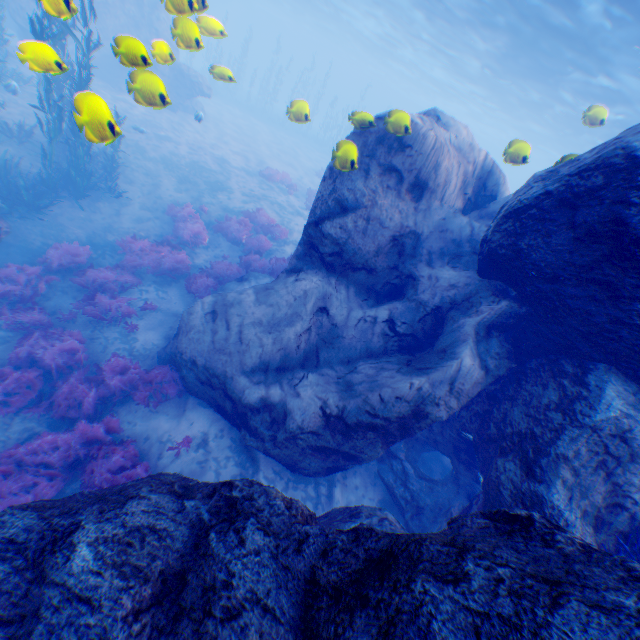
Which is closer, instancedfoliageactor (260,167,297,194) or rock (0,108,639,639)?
rock (0,108,639,639)

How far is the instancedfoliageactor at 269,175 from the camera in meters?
20.6

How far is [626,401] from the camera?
4.44m

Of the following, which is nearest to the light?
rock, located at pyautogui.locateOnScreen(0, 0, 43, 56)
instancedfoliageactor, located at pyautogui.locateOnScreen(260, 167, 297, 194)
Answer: rock, located at pyautogui.locateOnScreen(0, 0, 43, 56)

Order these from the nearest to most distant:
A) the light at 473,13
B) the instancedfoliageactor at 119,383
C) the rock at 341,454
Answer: the rock at 341,454 < the instancedfoliageactor at 119,383 < the light at 473,13

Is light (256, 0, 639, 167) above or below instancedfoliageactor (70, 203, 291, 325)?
above

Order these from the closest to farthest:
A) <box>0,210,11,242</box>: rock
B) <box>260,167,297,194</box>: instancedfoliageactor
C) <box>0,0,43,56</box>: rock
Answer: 1. <box>0,0,43,56</box>: rock
2. <box>0,210,11,242</box>: rock
3. <box>260,167,297,194</box>: instancedfoliageactor

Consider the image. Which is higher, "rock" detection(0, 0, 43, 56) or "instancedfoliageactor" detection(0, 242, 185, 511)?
"rock" detection(0, 0, 43, 56)
